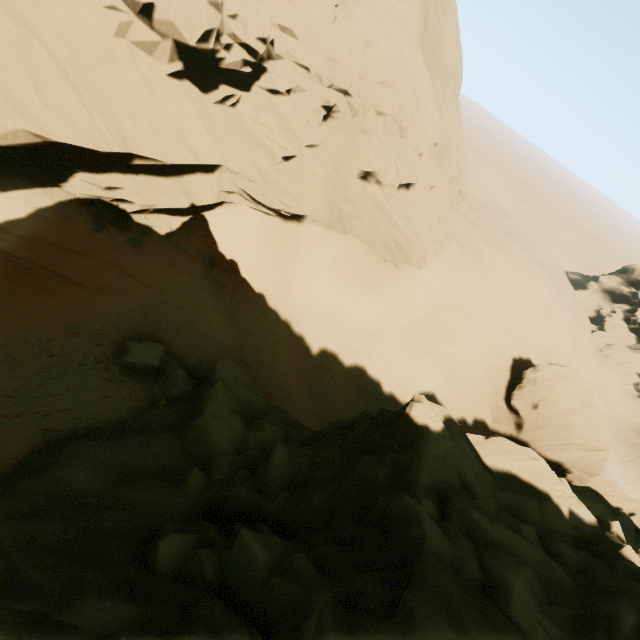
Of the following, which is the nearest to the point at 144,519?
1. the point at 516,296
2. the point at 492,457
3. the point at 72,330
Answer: the point at 72,330

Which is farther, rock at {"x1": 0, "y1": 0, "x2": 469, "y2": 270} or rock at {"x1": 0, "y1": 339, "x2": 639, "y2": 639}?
rock at {"x1": 0, "y1": 0, "x2": 469, "y2": 270}

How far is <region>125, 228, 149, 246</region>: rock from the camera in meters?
15.4 m

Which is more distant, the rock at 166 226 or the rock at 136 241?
the rock at 166 226

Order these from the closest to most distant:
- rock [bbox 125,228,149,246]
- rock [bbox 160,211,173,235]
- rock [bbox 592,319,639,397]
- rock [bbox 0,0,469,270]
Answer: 1. rock [bbox 0,0,469,270]
2. rock [bbox 125,228,149,246]
3. rock [bbox 160,211,173,235]
4. rock [bbox 592,319,639,397]

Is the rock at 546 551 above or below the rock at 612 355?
above

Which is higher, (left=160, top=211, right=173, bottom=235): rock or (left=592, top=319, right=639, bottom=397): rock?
(left=160, top=211, right=173, bottom=235): rock
